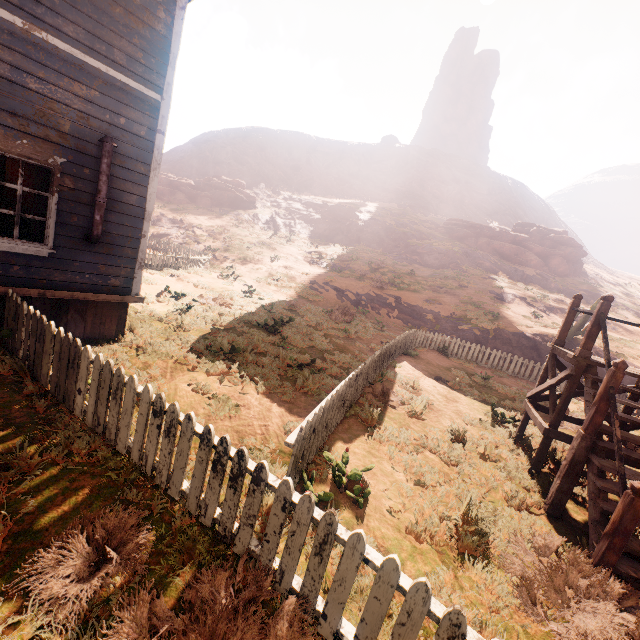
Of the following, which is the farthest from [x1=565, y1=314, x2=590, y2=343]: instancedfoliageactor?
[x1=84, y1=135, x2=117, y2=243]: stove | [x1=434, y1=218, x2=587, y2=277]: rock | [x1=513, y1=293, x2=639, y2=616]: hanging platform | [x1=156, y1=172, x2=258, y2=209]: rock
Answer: [x1=156, y1=172, x2=258, y2=209]: rock

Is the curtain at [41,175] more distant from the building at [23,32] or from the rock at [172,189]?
the rock at [172,189]

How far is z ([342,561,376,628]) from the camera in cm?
285

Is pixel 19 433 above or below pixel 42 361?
below

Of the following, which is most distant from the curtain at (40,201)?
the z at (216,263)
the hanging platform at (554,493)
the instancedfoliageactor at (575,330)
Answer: the instancedfoliageactor at (575,330)

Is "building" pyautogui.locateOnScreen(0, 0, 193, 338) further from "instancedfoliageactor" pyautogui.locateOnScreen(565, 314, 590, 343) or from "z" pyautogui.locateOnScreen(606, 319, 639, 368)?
"instancedfoliageactor" pyautogui.locateOnScreen(565, 314, 590, 343)

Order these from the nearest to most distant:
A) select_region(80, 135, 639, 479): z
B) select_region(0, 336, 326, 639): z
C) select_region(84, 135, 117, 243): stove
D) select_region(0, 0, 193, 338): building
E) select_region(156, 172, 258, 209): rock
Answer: select_region(0, 336, 326, 639): z
select_region(0, 0, 193, 338): building
select_region(84, 135, 117, 243): stove
select_region(80, 135, 639, 479): z
select_region(156, 172, 258, 209): rock

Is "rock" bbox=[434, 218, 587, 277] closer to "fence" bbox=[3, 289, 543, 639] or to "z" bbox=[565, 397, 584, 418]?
"z" bbox=[565, 397, 584, 418]
